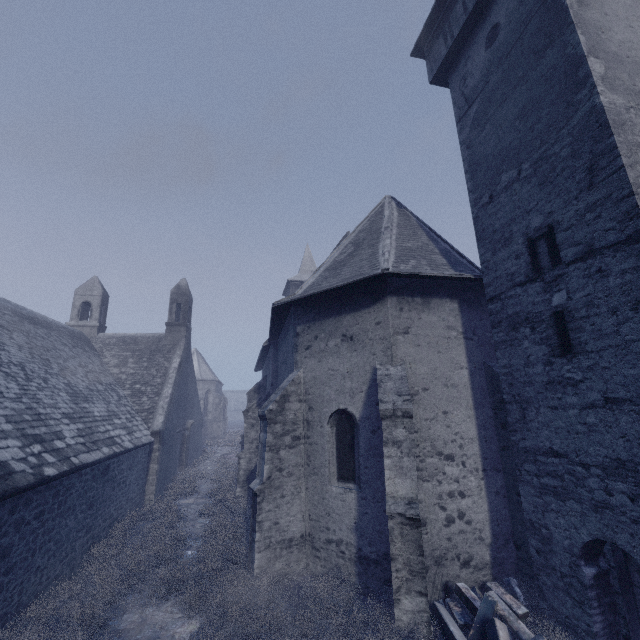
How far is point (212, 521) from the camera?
11.1 meters

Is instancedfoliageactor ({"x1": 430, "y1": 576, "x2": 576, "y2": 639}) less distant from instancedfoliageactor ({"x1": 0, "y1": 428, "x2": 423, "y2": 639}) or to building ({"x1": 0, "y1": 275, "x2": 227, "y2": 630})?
building ({"x1": 0, "y1": 275, "x2": 227, "y2": 630})

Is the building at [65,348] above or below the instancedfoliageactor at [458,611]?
above

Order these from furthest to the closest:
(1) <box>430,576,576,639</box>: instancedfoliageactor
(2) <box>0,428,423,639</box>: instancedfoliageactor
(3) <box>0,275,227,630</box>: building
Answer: (3) <box>0,275,227,630</box>: building < (2) <box>0,428,423,639</box>: instancedfoliageactor < (1) <box>430,576,576,639</box>: instancedfoliageactor

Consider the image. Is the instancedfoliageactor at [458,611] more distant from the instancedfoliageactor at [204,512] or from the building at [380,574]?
the instancedfoliageactor at [204,512]

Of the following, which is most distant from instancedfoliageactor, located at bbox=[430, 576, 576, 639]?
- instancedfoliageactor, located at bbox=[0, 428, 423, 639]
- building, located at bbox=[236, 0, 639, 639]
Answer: instancedfoliageactor, located at bbox=[0, 428, 423, 639]
